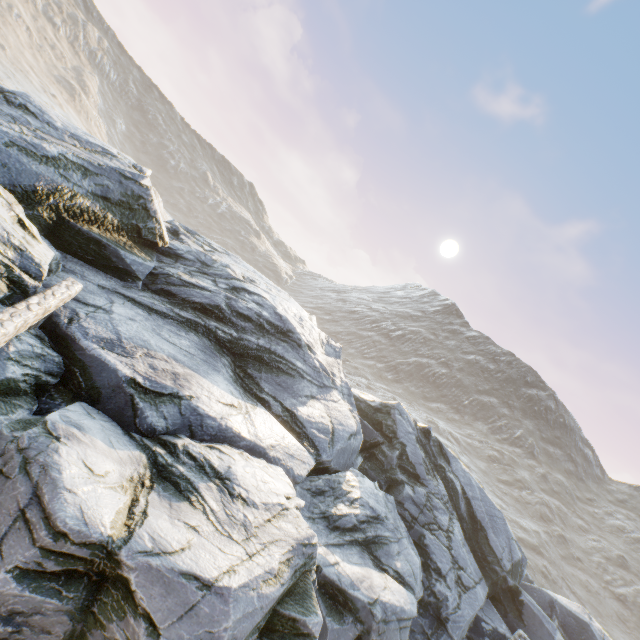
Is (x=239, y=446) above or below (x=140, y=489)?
above
